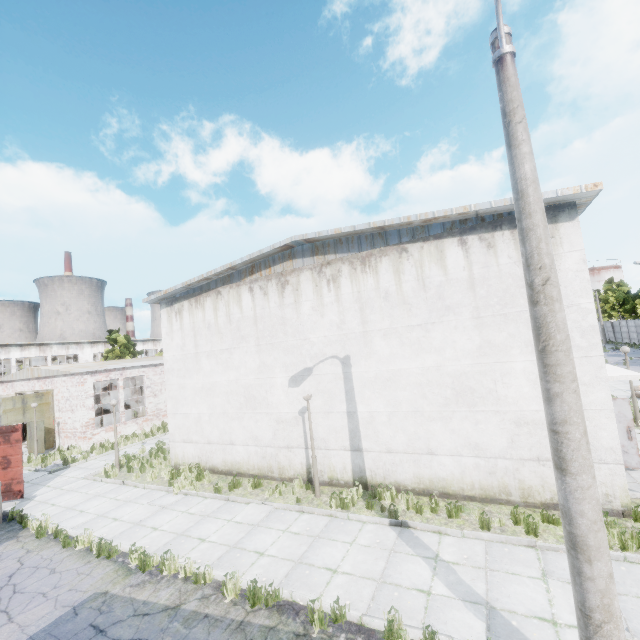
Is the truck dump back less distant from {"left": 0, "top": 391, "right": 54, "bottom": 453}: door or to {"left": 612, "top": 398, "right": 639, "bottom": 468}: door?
{"left": 0, "top": 391, "right": 54, "bottom": 453}: door

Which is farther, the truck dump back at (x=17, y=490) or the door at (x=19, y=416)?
the door at (x=19, y=416)

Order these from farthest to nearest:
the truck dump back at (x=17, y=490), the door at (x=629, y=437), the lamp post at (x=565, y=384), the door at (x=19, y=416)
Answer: the door at (x=19, y=416) → the truck dump back at (x=17, y=490) → the door at (x=629, y=437) → the lamp post at (x=565, y=384)

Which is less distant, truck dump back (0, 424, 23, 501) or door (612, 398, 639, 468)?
door (612, 398, 639, 468)

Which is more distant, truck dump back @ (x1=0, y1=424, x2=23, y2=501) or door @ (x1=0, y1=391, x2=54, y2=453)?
door @ (x1=0, y1=391, x2=54, y2=453)

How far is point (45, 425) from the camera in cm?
2172

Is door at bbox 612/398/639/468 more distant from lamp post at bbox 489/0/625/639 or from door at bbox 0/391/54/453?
door at bbox 0/391/54/453
